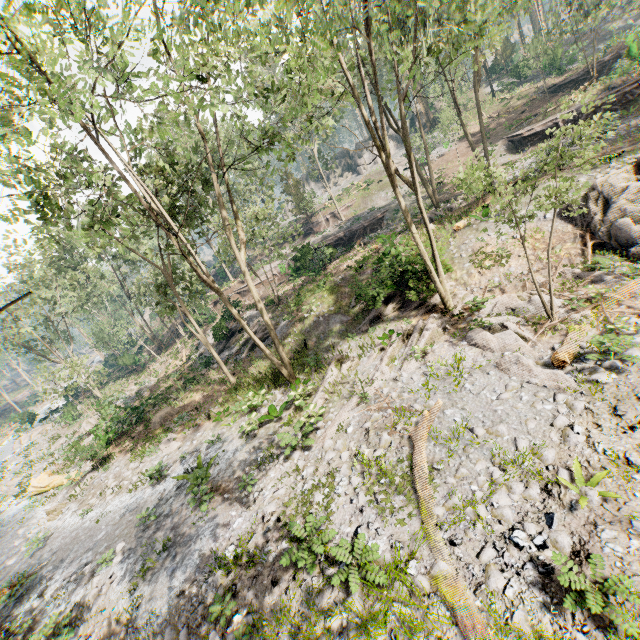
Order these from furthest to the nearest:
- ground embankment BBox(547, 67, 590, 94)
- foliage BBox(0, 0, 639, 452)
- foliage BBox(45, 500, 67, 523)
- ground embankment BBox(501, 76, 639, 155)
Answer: ground embankment BBox(547, 67, 590, 94) < ground embankment BBox(501, 76, 639, 155) < foliage BBox(45, 500, 67, 523) < foliage BBox(0, 0, 639, 452)

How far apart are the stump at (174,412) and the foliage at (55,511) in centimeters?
199cm

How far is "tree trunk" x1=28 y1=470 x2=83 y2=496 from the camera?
19.5 meters

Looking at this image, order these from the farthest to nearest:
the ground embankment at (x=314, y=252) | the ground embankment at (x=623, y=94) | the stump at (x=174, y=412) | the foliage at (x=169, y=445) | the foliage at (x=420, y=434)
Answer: the ground embankment at (x=314, y=252)
the ground embankment at (x=623, y=94)
the stump at (x=174, y=412)
the foliage at (x=169, y=445)
the foliage at (x=420, y=434)

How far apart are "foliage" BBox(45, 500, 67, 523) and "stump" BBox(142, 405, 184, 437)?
2.0m

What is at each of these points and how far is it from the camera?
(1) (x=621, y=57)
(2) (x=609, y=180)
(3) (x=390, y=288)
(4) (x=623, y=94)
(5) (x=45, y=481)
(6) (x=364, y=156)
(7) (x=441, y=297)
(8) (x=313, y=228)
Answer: (1) ground embankment, 27.5 meters
(2) rock, 14.1 meters
(3) foliage, 16.8 meters
(4) ground embankment, 25.1 meters
(5) tree trunk, 20.7 meters
(6) rock, 56.8 meters
(7) foliage, 15.7 meters
(8) ground embankment, 45.2 meters

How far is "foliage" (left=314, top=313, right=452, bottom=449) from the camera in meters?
12.3 m

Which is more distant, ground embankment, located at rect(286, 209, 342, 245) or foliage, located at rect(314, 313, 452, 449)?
ground embankment, located at rect(286, 209, 342, 245)
